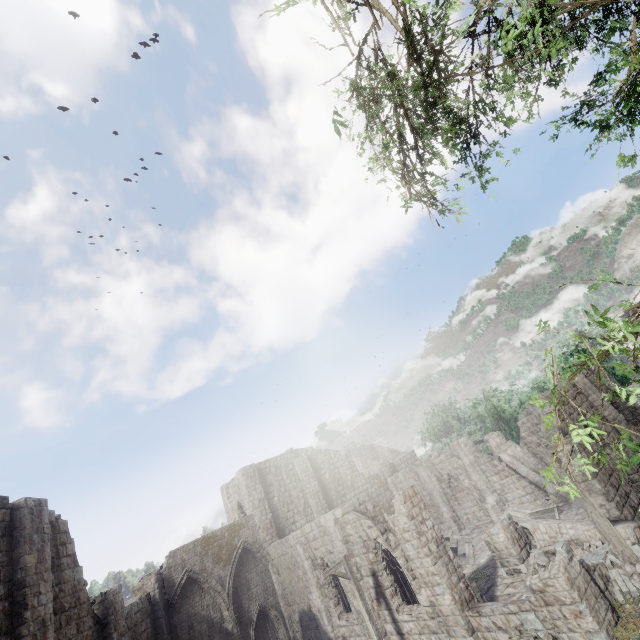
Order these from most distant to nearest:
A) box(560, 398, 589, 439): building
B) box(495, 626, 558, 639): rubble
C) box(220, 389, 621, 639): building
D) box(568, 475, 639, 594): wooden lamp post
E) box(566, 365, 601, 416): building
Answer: box(566, 365, 601, 416): building < box(560, 398, 589, 439): building < box(220, 389, 621, 639): building < box(495, 626, 558, 639): rubble < box(568, 475, 639, 594): wooden lamp post

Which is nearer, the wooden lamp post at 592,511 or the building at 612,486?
the wooden lamp post at 592,511

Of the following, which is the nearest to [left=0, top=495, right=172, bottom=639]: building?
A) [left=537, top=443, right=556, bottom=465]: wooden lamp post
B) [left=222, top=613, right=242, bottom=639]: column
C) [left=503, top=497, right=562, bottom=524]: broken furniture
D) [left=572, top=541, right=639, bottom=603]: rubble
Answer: [left=572, top=541, right=639, bottom=603]: rubble

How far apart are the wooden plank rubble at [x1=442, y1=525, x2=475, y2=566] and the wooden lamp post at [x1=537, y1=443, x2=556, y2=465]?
11.6 meters

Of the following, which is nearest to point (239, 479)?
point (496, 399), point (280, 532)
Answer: point (280, 532)

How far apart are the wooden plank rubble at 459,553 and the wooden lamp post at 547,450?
11.63m

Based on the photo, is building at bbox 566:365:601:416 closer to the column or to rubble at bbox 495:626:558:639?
rubble at bbox 495:626:558:639

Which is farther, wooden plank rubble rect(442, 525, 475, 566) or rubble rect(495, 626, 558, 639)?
wooden plank rubble rect(442, 525, 475, 566)
